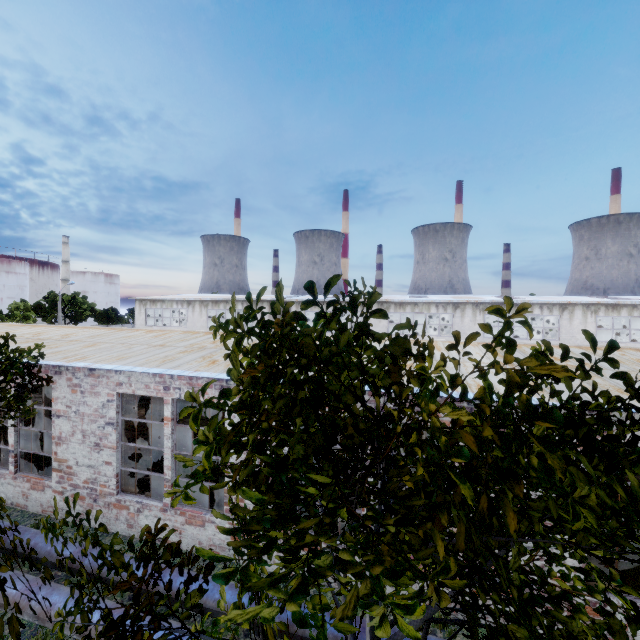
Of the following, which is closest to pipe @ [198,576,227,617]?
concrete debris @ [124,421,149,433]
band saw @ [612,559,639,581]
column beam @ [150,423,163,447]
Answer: band saw @ [612,559,639,581]

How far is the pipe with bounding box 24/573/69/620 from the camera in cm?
594

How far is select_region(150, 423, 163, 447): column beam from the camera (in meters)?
12.87

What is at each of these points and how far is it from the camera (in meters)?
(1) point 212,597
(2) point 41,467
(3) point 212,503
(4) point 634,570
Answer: (1) pipe, 6.23
(2) lathe, 12.16
(3) band saw, 10.91
(4) band saw, 7.24

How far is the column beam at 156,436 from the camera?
12.9 meters

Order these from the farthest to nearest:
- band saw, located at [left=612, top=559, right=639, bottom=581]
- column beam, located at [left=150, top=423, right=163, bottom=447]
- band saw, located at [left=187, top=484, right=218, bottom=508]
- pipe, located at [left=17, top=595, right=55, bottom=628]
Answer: column beam, located at [left=150, top=423, right=163, bottom=447] → band saw, located at [left=187, top=484, right=218, bottom=508] → band saw, located at [left=612, top=559, right=639, bottom=581] → pipe, located at [left=17, top=595, right=55, bottom=628]

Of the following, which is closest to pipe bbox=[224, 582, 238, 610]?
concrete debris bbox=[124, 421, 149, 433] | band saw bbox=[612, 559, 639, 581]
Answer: band saw bbox=[612, 559, 639, 581]

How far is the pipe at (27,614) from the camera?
5.9 meters
